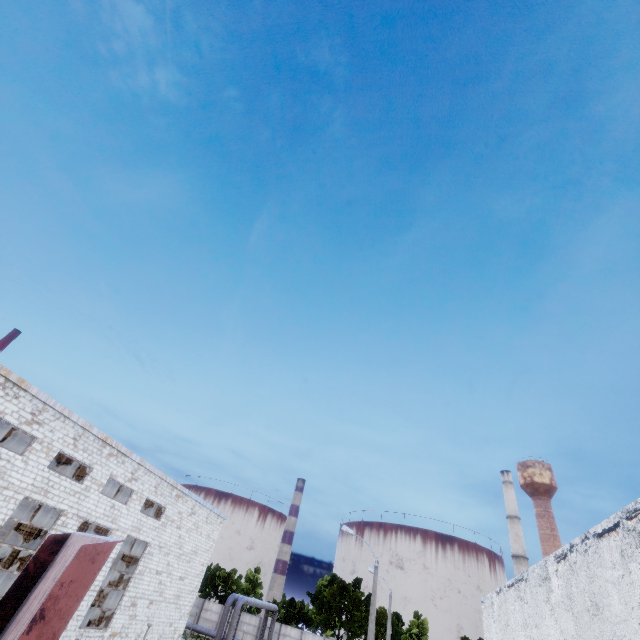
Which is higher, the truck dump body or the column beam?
the column beam

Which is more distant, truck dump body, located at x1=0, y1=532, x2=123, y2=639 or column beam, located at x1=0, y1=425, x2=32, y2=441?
column beam, located at x1=0, y1=425, x2=32, y2=441

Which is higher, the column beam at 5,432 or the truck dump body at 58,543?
the column beam at 5,432

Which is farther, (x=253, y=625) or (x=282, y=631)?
(x=253, y=625)

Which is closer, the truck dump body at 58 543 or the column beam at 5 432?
the truck dump body at 58 543
